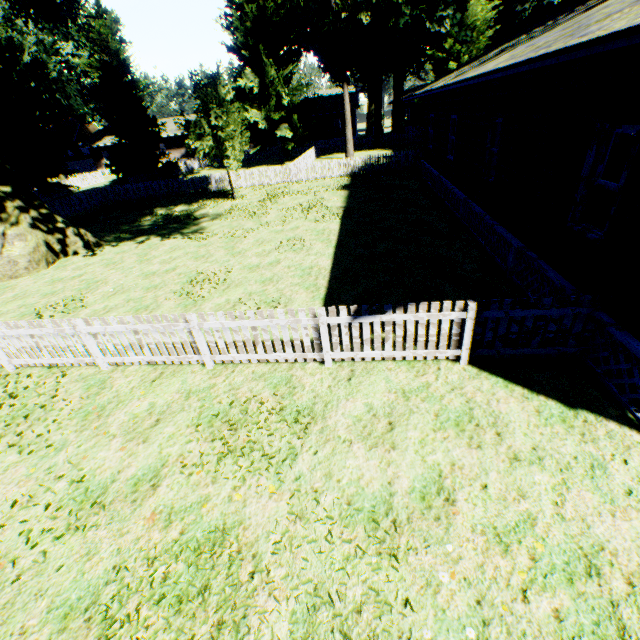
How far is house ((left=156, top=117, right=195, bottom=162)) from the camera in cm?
4806

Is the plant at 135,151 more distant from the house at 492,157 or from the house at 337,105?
the house at 337,105

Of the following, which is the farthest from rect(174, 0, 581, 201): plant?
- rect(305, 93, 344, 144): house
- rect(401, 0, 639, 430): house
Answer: rect(305, 93, 344, 144): house

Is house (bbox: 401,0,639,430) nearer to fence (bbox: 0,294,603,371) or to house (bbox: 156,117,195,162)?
fence (bbox: 0,294,603,371)

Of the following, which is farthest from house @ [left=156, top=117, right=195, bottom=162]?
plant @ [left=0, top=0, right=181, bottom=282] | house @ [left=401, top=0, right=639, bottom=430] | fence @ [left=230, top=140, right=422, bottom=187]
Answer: house @ [left=401, top=0, right=639, bottom=430]

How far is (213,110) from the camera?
18.61m

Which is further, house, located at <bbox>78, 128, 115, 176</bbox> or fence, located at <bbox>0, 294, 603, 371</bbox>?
house, located at <bbox>78, 128, 115, 176</bbox>

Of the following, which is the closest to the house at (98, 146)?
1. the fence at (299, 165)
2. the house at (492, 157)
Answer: the fence at (299, 165)
